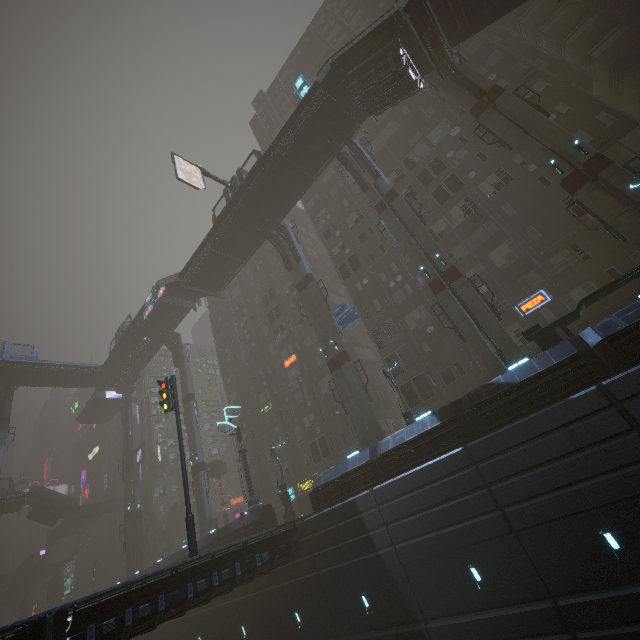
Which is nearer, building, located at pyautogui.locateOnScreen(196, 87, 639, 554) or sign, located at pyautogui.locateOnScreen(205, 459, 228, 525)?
building, located at pyautogui.locateOnScreen(196, 87, 639, 554)

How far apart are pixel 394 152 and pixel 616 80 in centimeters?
1928cm

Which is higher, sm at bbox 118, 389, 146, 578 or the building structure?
the building structure

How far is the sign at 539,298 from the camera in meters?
23.5

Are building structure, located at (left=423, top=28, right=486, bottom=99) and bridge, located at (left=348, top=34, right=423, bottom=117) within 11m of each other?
yes

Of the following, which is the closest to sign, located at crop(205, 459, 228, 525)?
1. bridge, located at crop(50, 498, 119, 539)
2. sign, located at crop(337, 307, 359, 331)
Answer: bridge, located at crop(50, 498, 119, 539)

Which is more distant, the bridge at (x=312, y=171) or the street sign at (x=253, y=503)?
the bridge at (x=312, y=171)

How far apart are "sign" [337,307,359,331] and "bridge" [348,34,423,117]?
15.5m
